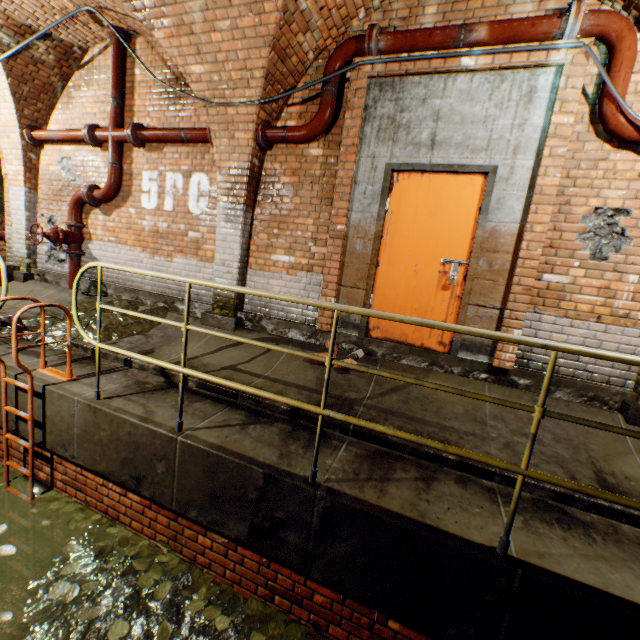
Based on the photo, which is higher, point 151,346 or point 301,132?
point 301,132

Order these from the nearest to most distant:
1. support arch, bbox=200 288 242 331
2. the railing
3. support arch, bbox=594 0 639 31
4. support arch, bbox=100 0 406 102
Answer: the railing, support arch, bbox=594 0 639 31, support arch, bbox=100 0 406 102, support arch, bbox=200 288 242 331

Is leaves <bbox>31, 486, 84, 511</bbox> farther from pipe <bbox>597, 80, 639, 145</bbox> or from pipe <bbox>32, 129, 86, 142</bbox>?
pipe <bbox>32, 129, 86, 142</bbox>

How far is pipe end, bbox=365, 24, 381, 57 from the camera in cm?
369

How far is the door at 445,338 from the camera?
3.98m

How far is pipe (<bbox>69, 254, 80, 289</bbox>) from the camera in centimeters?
602cm

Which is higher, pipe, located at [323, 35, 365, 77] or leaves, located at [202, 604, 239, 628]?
pipe, located at [323, 35, 365, 77]

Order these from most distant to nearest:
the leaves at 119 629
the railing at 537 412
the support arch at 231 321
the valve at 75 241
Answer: the valve at 75 241, the support arch at 231 321, the leaves at 119 629, the railing at 537 412
